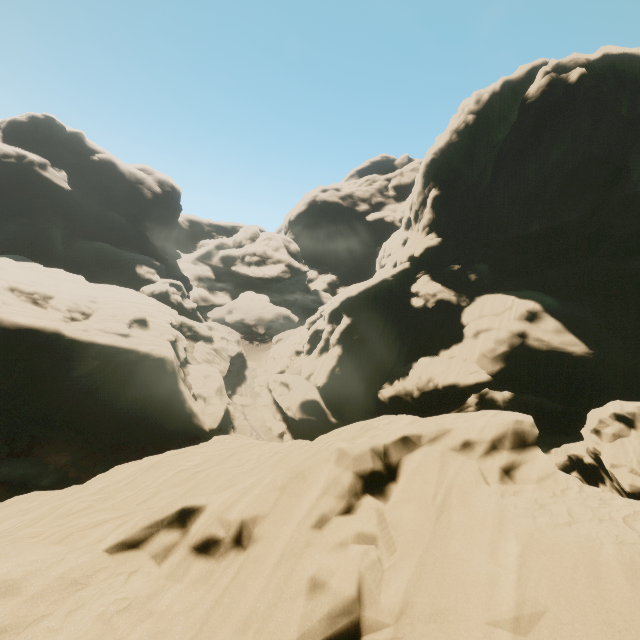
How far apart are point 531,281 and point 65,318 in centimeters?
4516cm
